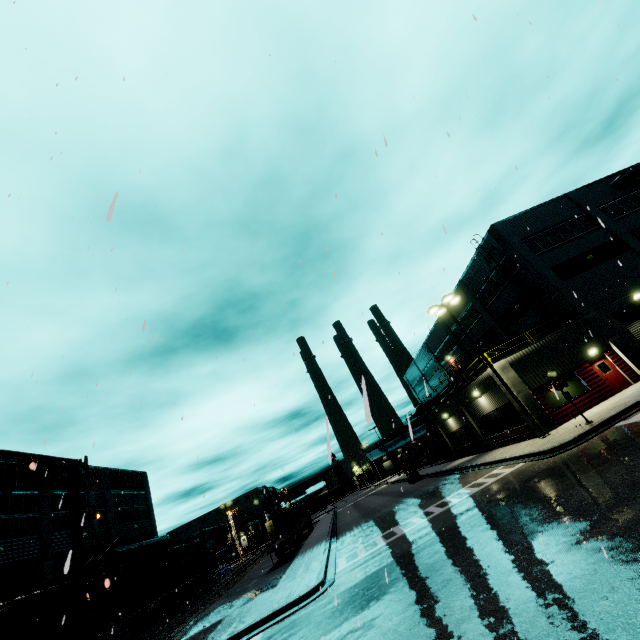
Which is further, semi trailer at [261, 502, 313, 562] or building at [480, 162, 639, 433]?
semi trailer at [261, 502, 313, 562]

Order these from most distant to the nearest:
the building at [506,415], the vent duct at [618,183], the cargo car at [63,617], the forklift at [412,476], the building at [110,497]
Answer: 1. the forklift at [412,476]
2. the building at [110,497]
3. the vent duct at [618,183]
4. the building at [506,415]
5. the cargo car at [63,617]

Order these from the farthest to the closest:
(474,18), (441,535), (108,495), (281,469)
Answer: (108,495) → (441,535) → (281,469) → (474,18)

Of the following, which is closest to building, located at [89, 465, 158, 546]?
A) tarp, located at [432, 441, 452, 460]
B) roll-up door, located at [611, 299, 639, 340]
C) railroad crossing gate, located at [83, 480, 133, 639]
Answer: roll-up door, located at [611, 299, 639, 340]

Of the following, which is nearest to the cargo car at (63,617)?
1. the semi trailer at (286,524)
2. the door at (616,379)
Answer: the semi trailer at (286,524)

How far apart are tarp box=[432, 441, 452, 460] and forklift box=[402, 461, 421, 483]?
3.3 meters

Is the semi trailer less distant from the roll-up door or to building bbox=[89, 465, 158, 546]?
building bbox=[89, 465, 158, 546]

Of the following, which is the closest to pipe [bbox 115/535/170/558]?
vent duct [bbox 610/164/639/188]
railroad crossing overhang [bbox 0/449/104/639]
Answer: railroad crossing overhang [bbox 0/449/104/639]
